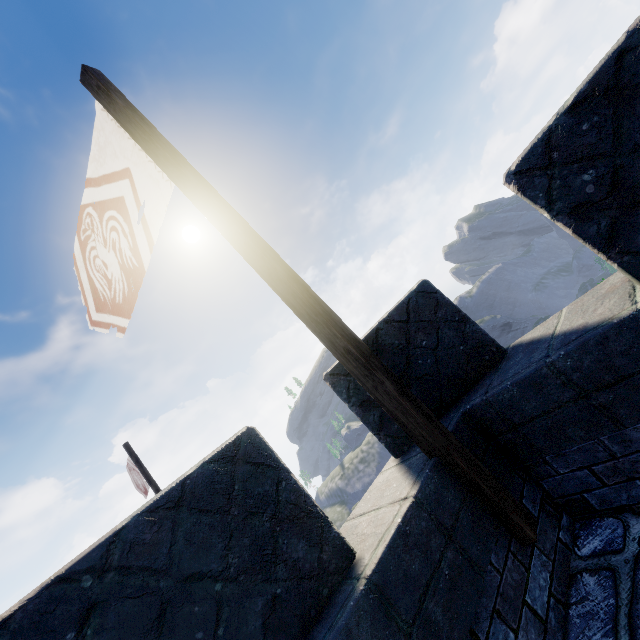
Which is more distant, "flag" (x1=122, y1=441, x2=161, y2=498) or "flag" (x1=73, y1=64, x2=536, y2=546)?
"flag" (x1=122, y1=441, x2=161, y2=498)

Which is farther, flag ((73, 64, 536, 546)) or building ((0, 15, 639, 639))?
flag ((73, 64, 536, 546))

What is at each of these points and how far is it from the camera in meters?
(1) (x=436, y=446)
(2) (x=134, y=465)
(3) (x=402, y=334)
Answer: (1) flag, 2.1
(2) flag, 11.4
(3) building, 3.0

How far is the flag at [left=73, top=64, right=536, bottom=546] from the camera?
2.1m

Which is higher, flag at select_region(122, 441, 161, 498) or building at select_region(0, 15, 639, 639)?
flag at select_region(122, 441, 161, 498)

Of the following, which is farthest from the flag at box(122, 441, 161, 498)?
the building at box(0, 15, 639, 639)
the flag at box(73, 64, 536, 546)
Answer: the flag at box(73, 64, 536, 546)

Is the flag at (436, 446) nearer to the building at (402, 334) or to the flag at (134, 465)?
the building at (402, 334)

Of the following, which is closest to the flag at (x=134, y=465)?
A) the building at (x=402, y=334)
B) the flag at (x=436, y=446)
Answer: the building at (x=402, y=334)
